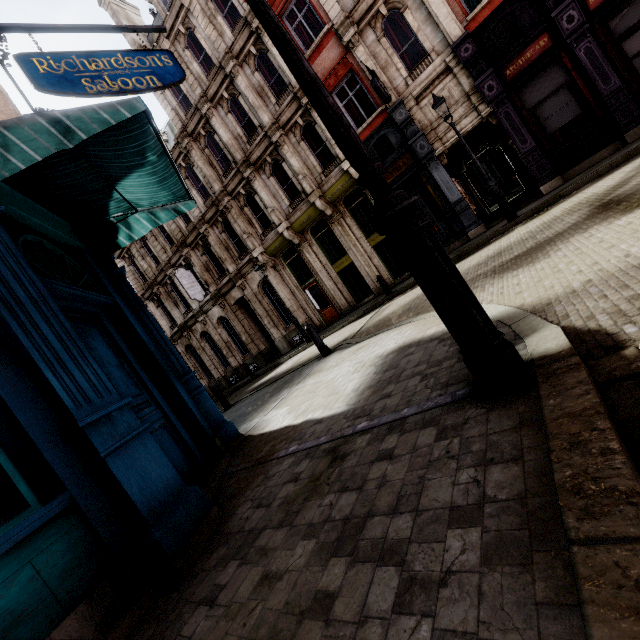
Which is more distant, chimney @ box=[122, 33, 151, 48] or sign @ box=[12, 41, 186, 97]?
chimney @ box=[122, 33, 151, 48]

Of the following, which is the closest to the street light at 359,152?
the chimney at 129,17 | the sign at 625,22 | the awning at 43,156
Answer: the awning at 43,156

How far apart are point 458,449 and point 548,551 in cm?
76

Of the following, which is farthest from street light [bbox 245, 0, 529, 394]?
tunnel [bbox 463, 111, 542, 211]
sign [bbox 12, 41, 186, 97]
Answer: tunnel [bbox 463, 111, 542, 211]

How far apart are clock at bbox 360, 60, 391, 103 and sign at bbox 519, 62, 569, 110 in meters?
4.4 m

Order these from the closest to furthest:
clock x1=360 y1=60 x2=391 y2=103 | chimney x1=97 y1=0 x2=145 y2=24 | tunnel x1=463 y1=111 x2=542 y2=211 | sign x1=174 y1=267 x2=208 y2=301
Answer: clock x1=360 y1=60 x2=391 y2=103
tunnel x1=463 y1=111 x2=542 y2=211
chimney x1=97 y1=0 x2=145 y2=24
sign x1=174 y1=267 x2=208 y2=301

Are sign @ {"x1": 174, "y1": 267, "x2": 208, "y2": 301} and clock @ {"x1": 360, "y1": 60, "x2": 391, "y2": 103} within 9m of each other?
no

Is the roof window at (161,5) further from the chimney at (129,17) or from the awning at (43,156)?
the awning at (43,156)
